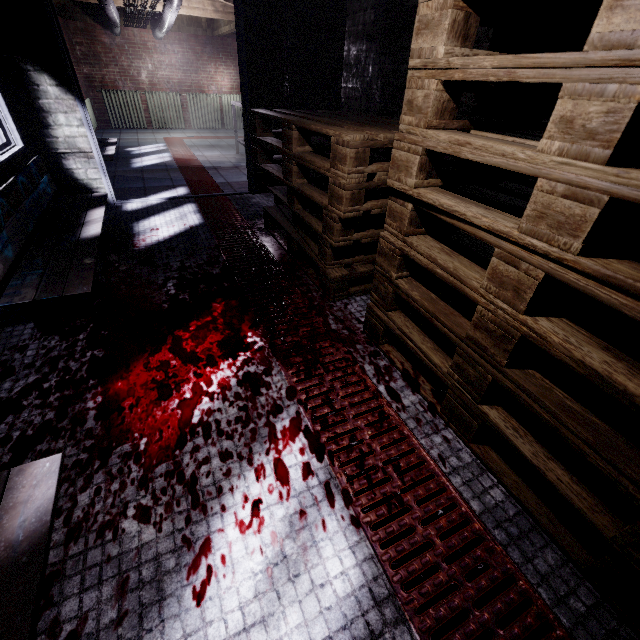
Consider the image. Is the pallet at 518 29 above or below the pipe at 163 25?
below

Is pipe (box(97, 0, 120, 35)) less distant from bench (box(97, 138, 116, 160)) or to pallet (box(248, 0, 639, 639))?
bench (box(97, 138, 116, 160))

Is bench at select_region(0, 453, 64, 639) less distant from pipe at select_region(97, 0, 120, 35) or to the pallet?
the pallet

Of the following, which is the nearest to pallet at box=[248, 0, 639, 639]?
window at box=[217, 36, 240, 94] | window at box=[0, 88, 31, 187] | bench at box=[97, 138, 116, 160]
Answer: A: window at box=[0, 88, 31, 187]

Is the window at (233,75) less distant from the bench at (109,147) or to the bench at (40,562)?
the bench at (109,147)

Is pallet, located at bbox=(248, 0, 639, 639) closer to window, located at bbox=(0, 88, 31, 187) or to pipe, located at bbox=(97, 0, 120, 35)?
window, located at bbox=(0, 88, 31, 187)

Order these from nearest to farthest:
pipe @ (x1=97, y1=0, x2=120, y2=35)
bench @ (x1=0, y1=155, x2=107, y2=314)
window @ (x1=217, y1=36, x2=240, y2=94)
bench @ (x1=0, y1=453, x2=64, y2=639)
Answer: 1. bench @ (x1=0, y1=453, x2=64, y2=639)
2. bench @ (x1=0, y1=155, x2=107, y2=314)
3. pipe @ (x1=97, y1=0, x2=120, y2=35)
4. window @ (x1=217, y1=36, x2=240, y2=94)

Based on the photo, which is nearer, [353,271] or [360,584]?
[360,584]
